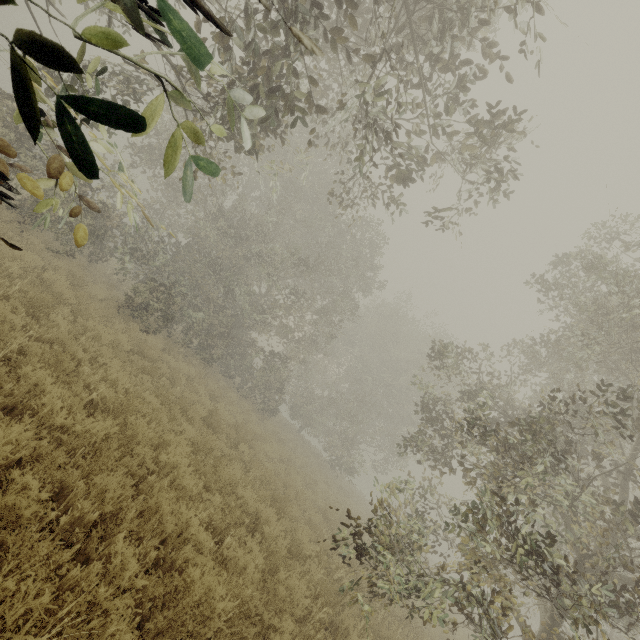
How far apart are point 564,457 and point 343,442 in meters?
19.8
